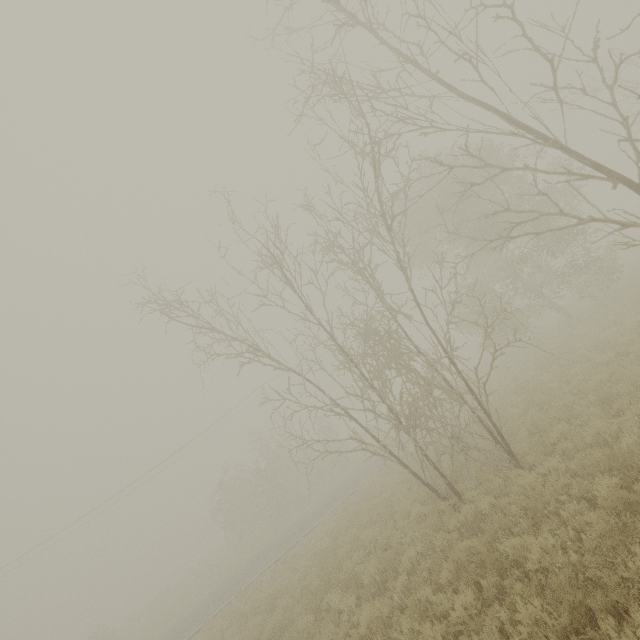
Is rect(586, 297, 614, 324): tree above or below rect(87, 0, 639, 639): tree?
below

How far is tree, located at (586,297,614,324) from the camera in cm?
1393

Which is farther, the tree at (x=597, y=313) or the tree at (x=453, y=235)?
the tree at (x=597, y=313)

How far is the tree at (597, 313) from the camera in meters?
13.9

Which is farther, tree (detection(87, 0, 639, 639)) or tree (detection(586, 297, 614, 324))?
tree (detection(586, 297, 614, 324))

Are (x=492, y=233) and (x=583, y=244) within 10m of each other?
yes
